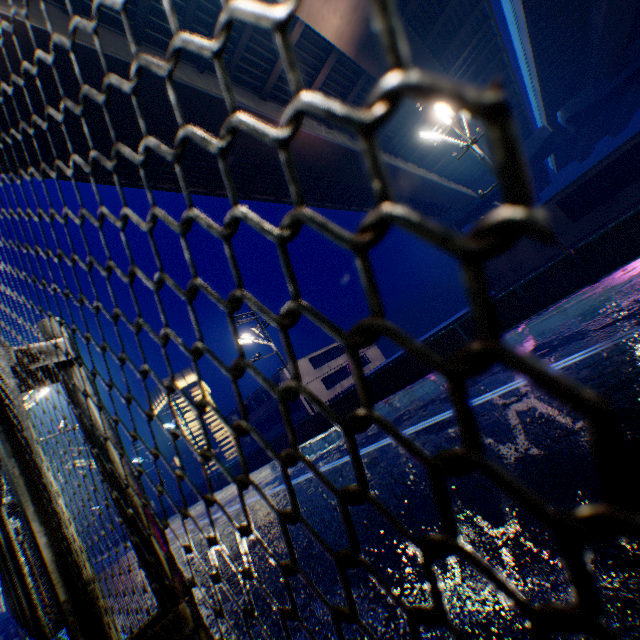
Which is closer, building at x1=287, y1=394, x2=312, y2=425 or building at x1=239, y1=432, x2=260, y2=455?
building at x1=287, y1=394, x2=312, y2=425

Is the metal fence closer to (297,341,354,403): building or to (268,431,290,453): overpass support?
(268,431,290,453): overpass support

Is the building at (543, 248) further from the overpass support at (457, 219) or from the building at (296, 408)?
the overpass support at (457, 219)

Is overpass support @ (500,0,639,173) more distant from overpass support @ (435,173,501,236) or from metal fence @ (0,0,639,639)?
overpass support @ (435,173,501,236)

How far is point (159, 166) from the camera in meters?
14.3 m

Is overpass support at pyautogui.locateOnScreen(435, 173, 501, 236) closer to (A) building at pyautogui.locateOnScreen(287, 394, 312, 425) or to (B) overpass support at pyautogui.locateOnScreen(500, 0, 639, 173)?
(B) overpass support at pyautogui.locateOnScreen(500, 0, 639, 173)

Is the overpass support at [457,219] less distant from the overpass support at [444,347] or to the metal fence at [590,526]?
the overpass support at [444,347]
